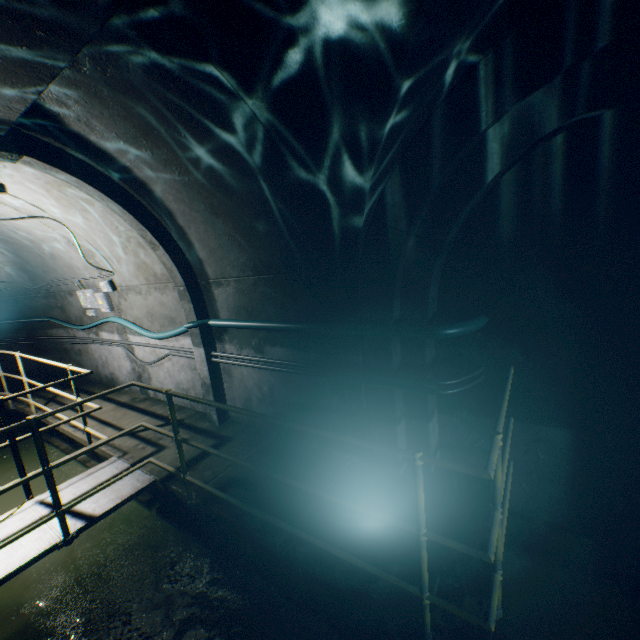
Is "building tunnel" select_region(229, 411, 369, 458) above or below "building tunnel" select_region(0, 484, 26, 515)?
above

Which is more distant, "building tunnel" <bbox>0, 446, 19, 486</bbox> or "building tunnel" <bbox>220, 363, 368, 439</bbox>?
"building tunnel" <bbox>0, 446, 19, 486</bbox>

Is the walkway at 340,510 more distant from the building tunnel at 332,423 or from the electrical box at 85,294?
the electrical box at 85,294

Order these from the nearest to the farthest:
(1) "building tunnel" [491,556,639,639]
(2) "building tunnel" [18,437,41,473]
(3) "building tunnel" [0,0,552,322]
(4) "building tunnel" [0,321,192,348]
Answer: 1. (3) "building tunnel" [0,0,552,322]
2. (1) "building tunnel" [491,556,639,639]
3. (4) "building tunnel" [0,321,192,348]
4. (2) "building tunnel" [18,437,41,473]

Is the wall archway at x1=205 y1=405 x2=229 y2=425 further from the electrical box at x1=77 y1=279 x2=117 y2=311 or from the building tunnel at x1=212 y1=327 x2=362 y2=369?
the electrical box at x1=77 y1=279 x2=117 y2=311

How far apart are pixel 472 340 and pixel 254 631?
3.5 meters

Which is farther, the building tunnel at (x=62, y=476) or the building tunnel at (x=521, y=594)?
the building tunnel at (x=62, y=476)

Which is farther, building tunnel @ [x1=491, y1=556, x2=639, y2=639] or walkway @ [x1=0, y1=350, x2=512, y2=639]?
building tunnel @ [x1=491, y1=556, x2=639, y2=639]
